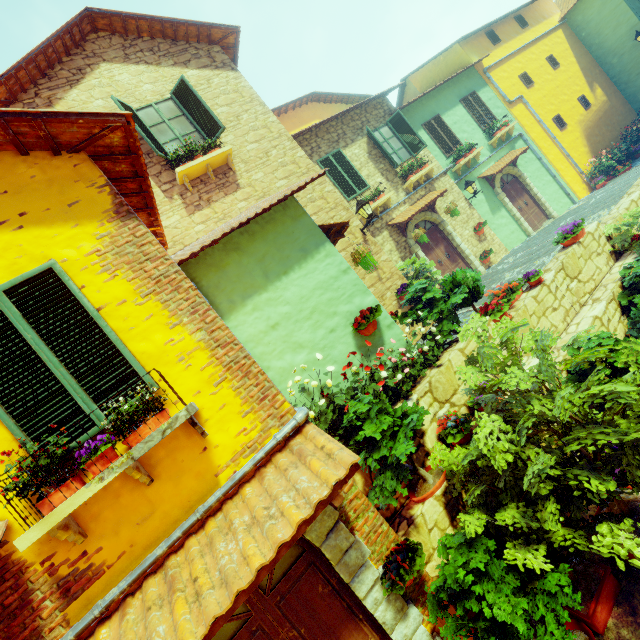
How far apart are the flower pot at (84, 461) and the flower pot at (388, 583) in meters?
2.8 m

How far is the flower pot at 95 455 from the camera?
2.7 meters

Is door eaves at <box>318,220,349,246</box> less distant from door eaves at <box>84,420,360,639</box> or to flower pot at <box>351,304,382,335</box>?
flower pot at <box>351,304,382,335</box>

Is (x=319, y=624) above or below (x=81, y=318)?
below

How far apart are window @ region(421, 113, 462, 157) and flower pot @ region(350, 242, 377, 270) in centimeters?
906cm

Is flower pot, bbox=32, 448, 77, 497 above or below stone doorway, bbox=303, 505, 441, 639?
above

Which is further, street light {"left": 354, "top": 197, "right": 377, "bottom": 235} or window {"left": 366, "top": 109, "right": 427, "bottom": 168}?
window {"left": 366, "top": 109, "right": 427, "bottom": 168}

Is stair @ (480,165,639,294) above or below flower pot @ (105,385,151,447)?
below
